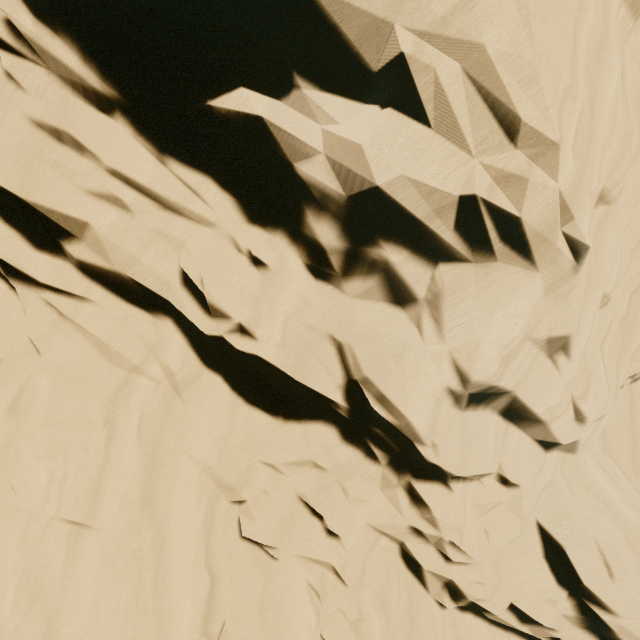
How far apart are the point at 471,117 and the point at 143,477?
9.8m
